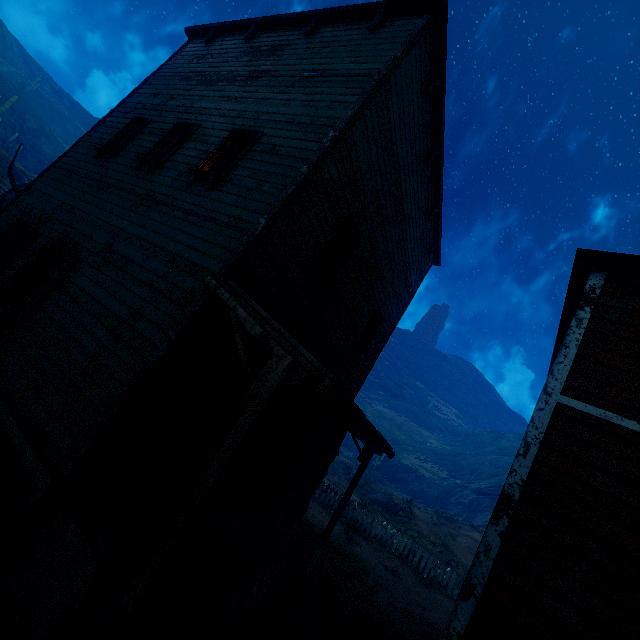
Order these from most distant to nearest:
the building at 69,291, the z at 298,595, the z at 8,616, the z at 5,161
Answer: the z at 5,161
the z at 298,595
the building at 69,291
the z at 8,616

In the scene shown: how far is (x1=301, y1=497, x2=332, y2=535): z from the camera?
11.6 meters

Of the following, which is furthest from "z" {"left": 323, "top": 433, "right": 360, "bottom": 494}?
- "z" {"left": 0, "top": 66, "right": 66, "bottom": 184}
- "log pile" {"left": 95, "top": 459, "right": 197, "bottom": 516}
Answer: "z" {"left": 0, "top": 66, "right": 66, "bottom": 184}

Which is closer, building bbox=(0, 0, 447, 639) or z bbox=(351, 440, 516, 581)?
building bbox=(0, 0, 447, 639)

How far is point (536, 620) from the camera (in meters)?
3.04

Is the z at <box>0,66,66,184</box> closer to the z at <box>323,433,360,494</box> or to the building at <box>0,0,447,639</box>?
the z at <box>323,433,360,494</box>

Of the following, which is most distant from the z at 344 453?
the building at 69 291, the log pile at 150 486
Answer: the log pile at 150 486
